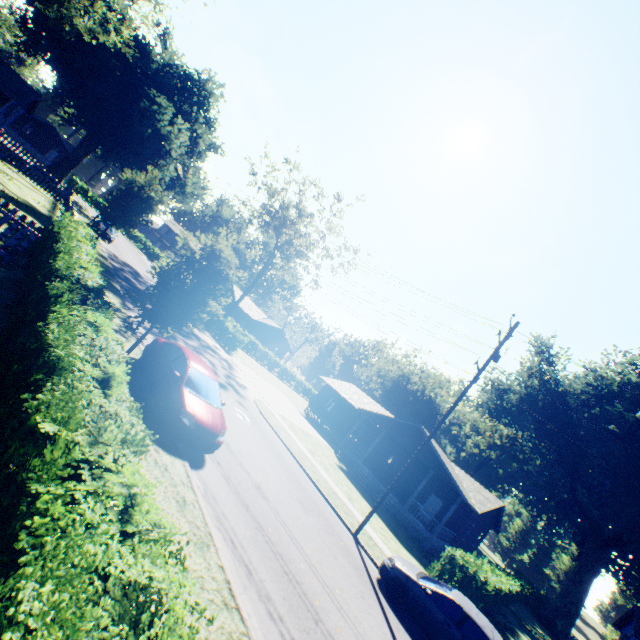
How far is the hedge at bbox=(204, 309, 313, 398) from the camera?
33.09m

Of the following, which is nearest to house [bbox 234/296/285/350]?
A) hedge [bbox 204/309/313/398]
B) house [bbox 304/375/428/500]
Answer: hedge [bbox 204/309/313/398]

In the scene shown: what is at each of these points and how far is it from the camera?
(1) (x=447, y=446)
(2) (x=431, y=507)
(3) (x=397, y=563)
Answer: (1) plant, 57.6m
(2) door, 27.3m
(3) car, 11.1m

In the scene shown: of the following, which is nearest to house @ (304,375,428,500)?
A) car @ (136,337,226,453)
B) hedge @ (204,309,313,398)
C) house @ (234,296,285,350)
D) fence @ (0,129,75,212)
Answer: hedge @ (204,309,313,398)

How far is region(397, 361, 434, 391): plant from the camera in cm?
5656

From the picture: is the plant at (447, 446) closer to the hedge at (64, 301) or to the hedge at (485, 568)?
the hedge at (64, 301)

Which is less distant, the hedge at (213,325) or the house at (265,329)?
the hedge at (213,325)
